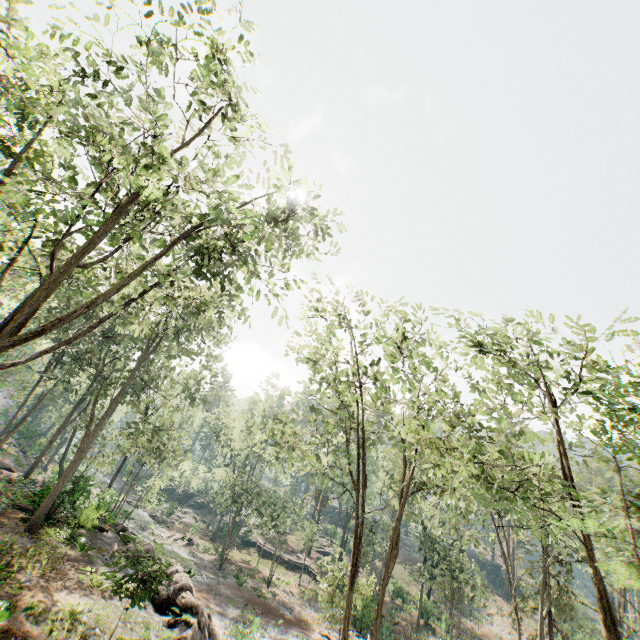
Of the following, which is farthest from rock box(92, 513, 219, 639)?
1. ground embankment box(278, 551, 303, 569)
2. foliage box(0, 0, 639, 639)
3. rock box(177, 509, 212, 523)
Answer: rock box(177, 509, 212, 523)

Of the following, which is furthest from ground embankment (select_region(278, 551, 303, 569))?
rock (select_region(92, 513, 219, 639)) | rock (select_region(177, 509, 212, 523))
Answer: rock (select_region(92, 513, 219, 639))

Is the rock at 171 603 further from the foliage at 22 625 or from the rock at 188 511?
the rock at 188 511

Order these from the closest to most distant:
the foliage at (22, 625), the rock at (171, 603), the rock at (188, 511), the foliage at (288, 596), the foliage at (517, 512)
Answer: the foliage at (517, 512)
the foliage at (22, 625)
the rock at (171, 603)
the foliage at (288, 596)
the rock at (188, 511)

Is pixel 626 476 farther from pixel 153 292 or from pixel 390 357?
pixel 153 292

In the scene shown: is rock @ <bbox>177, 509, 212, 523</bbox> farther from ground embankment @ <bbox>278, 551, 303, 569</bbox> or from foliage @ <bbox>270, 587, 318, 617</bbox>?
ground embankment @ <bbox>278, 551, 303, 569</bbox>

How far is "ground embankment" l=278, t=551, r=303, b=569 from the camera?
44.34m
